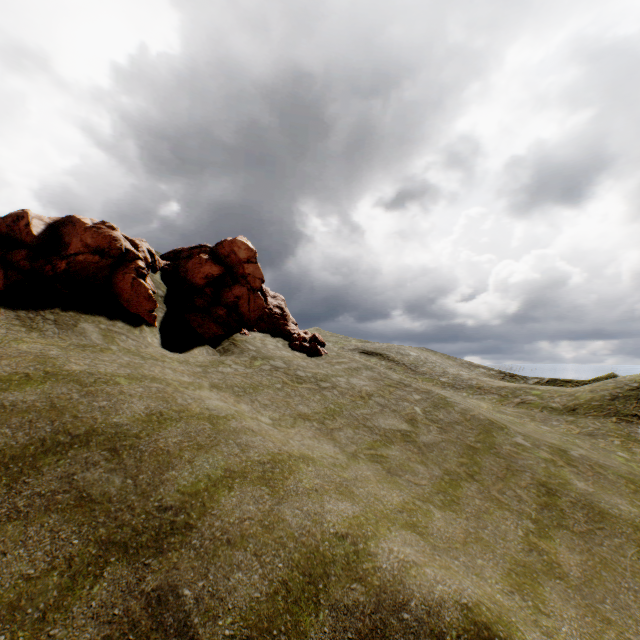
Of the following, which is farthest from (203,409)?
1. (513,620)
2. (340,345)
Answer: (340,345)

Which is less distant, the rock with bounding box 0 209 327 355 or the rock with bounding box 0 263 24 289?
the rock with bounding box 0 263 24 289

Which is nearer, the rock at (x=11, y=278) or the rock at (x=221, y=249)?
the rock at (x=11, y=278)
